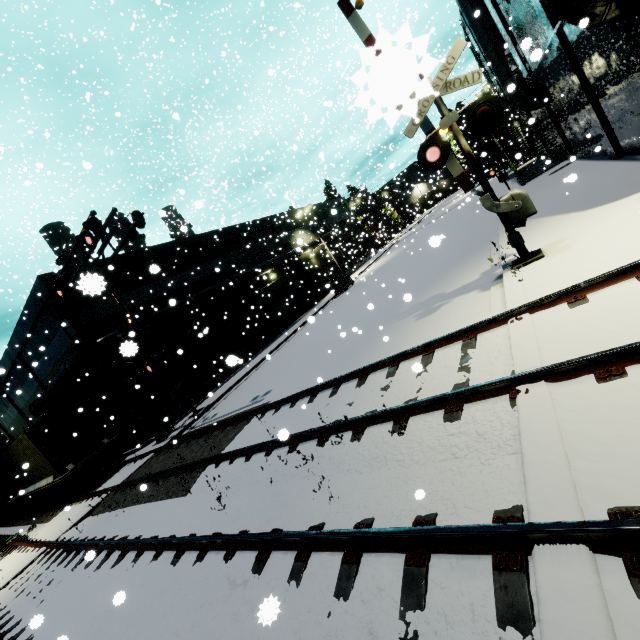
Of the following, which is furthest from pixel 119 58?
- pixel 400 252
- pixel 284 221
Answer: pixel 400 252

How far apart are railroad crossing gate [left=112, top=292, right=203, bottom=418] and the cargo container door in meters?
3.1 m

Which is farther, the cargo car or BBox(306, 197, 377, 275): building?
BBox(306, 197, 377, 275): building

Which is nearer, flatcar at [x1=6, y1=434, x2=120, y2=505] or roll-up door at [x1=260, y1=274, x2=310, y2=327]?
flatcar at [x1=6, y1=434, x2=120, y2=505]

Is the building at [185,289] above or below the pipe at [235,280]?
above

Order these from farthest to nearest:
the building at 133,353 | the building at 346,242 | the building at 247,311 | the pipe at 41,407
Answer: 1. the building at 346,242
2. the building at 247,311
3. the pipe at 41,407
4. the building at 133,353

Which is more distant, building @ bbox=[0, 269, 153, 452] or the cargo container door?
building @ bbox=[0, 269, 153, 452]

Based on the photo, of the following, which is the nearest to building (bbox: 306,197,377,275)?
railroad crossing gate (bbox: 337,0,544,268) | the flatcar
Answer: the flatcar
